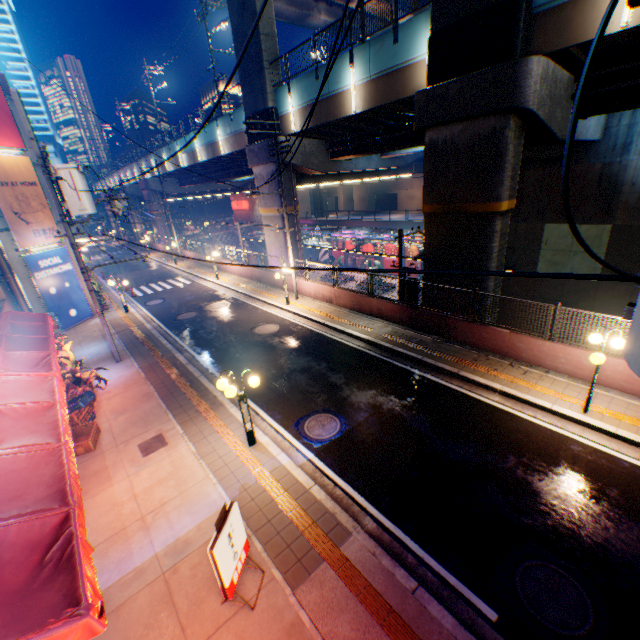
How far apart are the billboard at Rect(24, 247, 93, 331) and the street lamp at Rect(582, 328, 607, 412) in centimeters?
2313cm

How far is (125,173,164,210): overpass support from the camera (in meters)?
43.34

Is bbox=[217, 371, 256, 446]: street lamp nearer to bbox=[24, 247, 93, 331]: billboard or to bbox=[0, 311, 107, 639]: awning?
bbox=[0, 311, 107, 639]: awning

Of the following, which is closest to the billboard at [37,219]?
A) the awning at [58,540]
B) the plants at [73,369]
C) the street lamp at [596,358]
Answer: the plants at [73,369]

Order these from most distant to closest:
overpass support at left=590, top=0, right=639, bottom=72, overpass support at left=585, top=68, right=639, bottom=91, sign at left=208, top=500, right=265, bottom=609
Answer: overpass support at left=585, top=68, right=639, bottom=91, overpass support at left=590, top=0, right=639, bottom=72, sign at left=208, top=500, right=265, bottom=609

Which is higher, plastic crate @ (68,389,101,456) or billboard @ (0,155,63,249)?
billboard @ (0,155,63,249)

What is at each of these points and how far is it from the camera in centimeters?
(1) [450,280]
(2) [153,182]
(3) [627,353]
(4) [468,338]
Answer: (1) overpass support, 1391cm
(2) overpass support, 4344cm
(3) electric pole, 118cm
(4) concrete block, 1231cm

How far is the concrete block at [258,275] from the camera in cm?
2200
